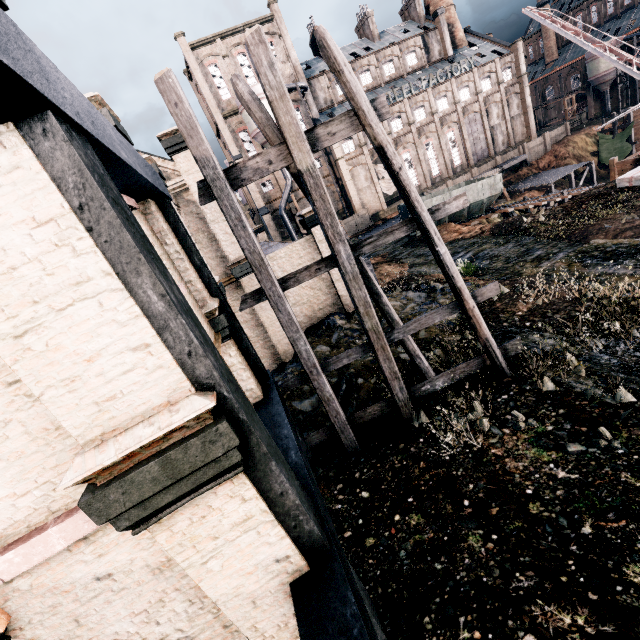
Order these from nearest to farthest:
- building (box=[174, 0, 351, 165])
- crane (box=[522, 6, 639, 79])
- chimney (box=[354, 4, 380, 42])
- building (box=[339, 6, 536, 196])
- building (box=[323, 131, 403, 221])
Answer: crane (box=[522, 6, 639, 79]), building (box=[174, 0, 351, 165]), building (box=[323, 131, 403, 221]), building (box=[339, 6, 536, 196]), chimney (box=[354, 4, 380, 42])

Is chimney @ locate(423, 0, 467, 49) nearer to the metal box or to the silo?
the silo

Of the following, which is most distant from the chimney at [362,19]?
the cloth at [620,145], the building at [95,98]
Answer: the building at [95,98]

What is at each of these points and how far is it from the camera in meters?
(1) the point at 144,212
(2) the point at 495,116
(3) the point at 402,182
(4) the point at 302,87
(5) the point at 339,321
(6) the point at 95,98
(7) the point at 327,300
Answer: (1) building, 6.7
(2) building, 55.6
(3) wooden scaffolding, 7.8
(4) silo, 46.5
(5) stone debris, 16.9
(6) building, 5.9
(7) building, 18.5

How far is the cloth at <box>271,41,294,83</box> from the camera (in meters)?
47.44

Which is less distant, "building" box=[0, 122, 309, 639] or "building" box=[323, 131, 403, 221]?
"building" box=[0, 122, 309, 639]

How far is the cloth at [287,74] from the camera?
47.4 meters

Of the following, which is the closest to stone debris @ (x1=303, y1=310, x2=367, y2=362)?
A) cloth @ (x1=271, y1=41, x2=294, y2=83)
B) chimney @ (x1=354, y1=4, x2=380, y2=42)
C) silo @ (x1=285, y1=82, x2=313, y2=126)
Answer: silo @ (x1=285, y1=82, x2=313, y2=126)
